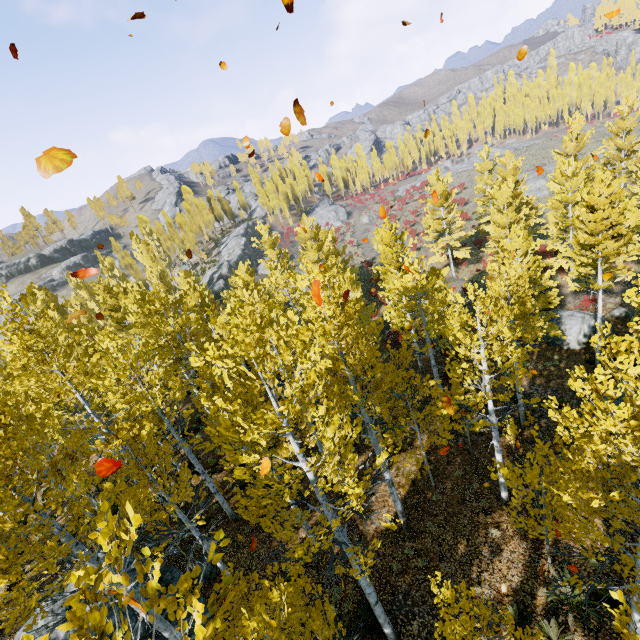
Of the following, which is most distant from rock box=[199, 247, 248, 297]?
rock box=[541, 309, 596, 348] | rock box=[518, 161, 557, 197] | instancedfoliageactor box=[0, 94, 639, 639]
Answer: rock box=[541, 309, 596, 348]

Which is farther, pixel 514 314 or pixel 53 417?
pixel 514 314

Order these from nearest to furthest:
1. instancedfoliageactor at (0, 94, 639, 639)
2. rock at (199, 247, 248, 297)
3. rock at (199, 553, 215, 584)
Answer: instancedfoliageactor at (0, 94, 639, 639), rock at (199, 553, 215, 584), rock at (199, 247, 248, 297)

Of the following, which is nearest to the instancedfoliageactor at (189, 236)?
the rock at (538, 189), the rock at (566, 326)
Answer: the rock at (566, 326)

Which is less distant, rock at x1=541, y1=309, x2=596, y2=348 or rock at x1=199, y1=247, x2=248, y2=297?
rock at x1=541, y1=309, x2=596, y2=348

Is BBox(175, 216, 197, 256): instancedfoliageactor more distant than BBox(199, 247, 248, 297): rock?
Yes

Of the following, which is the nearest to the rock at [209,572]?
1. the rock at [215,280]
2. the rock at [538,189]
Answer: the rock at [215,280]
